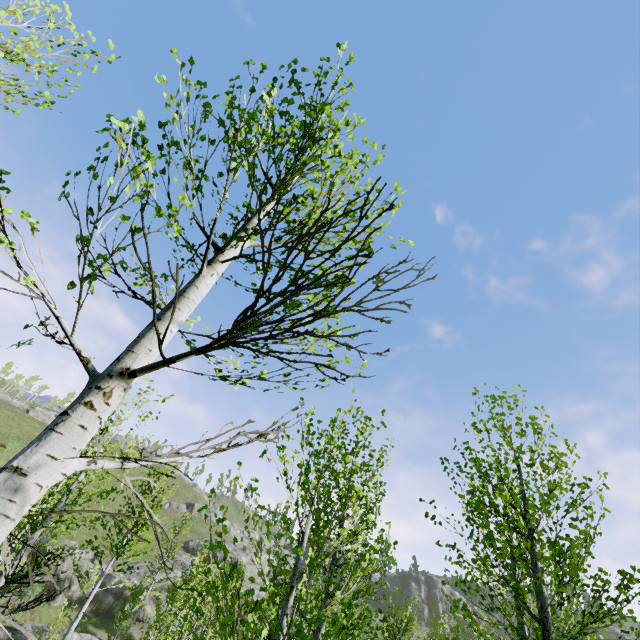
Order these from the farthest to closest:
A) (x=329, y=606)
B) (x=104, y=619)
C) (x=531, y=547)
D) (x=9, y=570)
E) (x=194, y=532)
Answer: (x=194, y=532) < (x=104, y=619) < (x=9, y=570) < (x=531, y=547) < (x=329, y=606)

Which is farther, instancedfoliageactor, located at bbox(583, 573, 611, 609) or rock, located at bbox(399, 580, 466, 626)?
rock, located at bbox(399, 580, 466, 626)

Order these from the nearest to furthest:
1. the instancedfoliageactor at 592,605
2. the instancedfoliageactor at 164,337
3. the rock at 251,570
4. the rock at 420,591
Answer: the instancedfoliageactor at 164,337 < the instancedfoliageactor at 592,605 < the rock at 251,570 < the rock at 420,591

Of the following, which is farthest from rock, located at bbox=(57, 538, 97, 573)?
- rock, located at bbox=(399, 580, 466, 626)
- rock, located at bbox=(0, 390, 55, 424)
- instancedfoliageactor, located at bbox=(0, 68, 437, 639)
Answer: rock, located at bbox=(0, 390, 55, 424)

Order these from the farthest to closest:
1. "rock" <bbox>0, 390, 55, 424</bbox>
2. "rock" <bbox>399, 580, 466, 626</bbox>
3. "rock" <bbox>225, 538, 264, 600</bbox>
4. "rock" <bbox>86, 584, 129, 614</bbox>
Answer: "rock" <bbox>399, 580, 466, 626</bbox>
"rock" <bbox>0, 390, 55, 424</bbox>
"rock" <bbox>225, 538, 264, 600</bbox>
"rock" <bbox>86, 584, 129, 614</bbox>

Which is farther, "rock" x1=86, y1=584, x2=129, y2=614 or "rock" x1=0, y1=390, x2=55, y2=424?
"rock" x1=0, y1=390, x2=55, y2=424

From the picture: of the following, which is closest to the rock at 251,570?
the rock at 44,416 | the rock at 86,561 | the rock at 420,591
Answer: the rock at 86,561

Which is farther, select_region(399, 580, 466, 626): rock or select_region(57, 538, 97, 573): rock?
select_region(399, 580, 466, 626): rock
